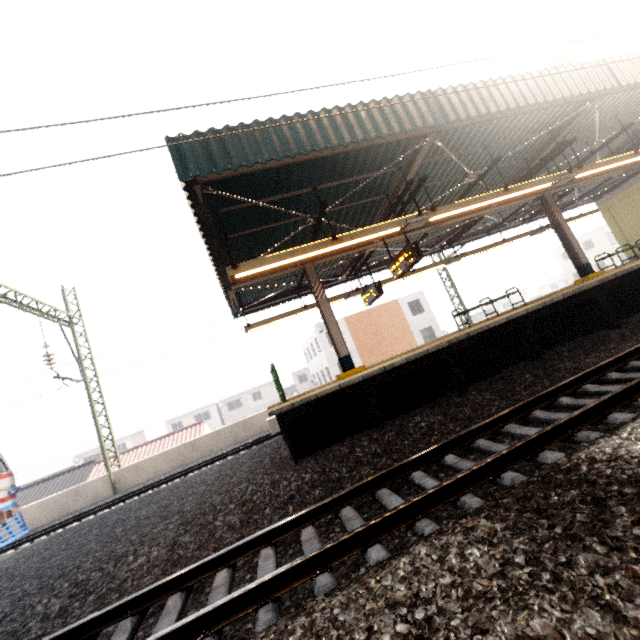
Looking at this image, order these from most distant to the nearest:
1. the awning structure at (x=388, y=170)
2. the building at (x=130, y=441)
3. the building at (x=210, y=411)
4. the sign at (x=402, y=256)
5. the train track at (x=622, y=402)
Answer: the building at (x=210, y=411) → the building at (x=130, y=441) → the sign at (x=402, y=256) → the awning structure at (x=388, y=170) → the train track at (x=622, y=402)

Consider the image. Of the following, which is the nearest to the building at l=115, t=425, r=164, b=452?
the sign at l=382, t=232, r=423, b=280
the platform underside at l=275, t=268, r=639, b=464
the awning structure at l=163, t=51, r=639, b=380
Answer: the awning structure at l=163, t=51, r=639, b=380

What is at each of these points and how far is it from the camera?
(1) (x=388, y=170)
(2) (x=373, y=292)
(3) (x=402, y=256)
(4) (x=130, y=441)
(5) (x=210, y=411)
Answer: (1) awning structure, 7.7m
(2) sign, 11.4m
(3) sign, 8.8m
(4) building, 46.8m
(5) building, 49.6m

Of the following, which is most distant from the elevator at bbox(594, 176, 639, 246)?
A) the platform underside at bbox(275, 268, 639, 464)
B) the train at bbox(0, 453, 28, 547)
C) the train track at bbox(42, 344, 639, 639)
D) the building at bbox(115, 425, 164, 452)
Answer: the building at bbox(115, 425, 164, 452)

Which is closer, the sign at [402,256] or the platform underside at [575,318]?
the platform underside at [575,318]

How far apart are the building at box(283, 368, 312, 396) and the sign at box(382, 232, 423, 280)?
45.8m

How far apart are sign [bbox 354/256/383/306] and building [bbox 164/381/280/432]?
42.9 meters

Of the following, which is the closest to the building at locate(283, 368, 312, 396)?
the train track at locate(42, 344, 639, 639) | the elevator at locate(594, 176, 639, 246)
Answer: the elevator at locate(594, 176, 639, 246)
